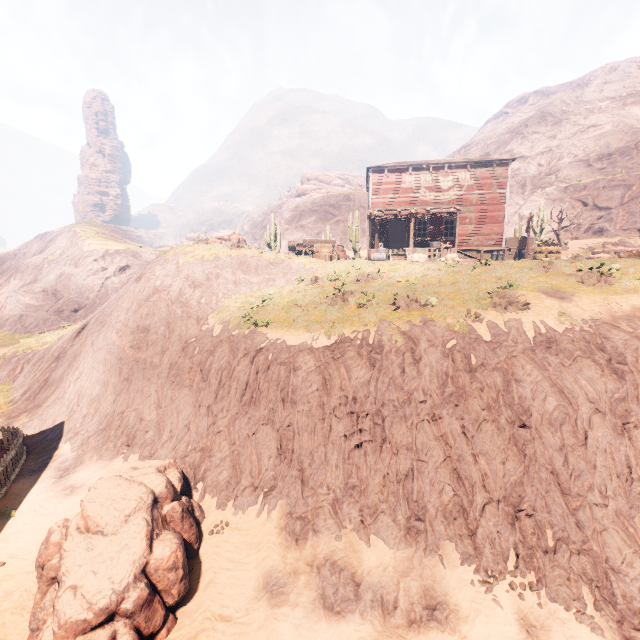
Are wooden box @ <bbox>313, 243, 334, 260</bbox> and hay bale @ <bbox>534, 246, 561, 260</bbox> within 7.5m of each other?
no

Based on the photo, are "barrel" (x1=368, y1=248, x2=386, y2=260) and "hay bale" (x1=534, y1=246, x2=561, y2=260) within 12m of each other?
yes

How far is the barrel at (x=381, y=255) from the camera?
22.0m

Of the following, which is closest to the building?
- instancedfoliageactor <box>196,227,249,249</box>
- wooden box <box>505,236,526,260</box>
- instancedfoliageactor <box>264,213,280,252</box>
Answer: instancedfoliageactor <box>196,227,249,249</box>

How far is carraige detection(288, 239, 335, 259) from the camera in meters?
22.2

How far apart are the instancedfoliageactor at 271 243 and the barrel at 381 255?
11.5m

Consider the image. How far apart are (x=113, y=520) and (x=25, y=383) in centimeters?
1761cm

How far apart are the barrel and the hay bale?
11.1 meters
